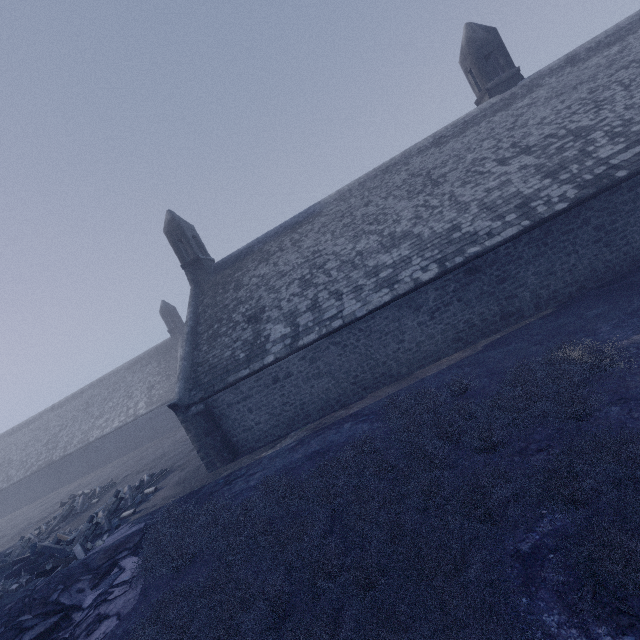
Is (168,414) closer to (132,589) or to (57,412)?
(57,412)
